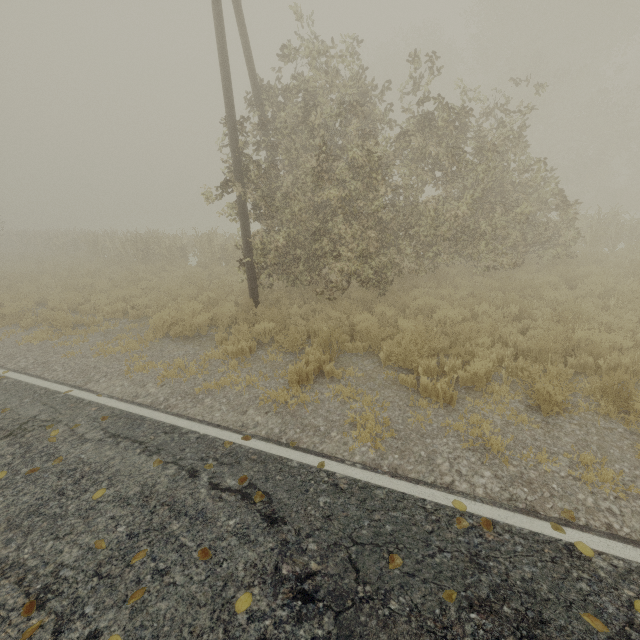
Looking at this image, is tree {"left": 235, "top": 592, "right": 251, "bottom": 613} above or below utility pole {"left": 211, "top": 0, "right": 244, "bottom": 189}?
below

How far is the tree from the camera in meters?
2.7 m

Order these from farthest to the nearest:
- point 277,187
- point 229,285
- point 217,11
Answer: point 229,285 < point 277,187 < point 217,11

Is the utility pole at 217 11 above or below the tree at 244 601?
above

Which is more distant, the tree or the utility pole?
the utility pole

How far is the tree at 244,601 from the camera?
2.68m
